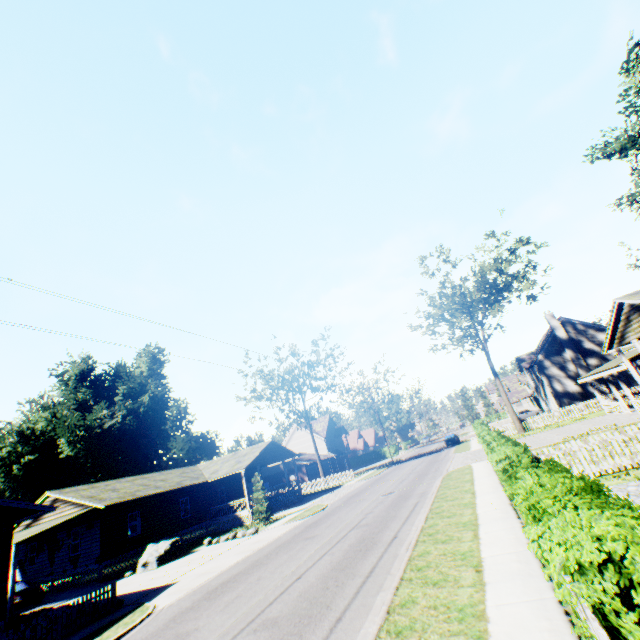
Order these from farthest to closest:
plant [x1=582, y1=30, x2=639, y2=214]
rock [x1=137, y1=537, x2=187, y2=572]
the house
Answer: plant [x1=582, y1=30, x2=639, y2=214] < the house < rock [x1=137, y1=537, x2=187, y2=572]

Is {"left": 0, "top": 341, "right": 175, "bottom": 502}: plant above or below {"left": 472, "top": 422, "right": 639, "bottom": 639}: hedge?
above

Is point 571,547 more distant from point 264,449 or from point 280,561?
point 264,449

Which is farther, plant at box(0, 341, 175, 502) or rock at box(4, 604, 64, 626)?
plant at box(0, 341, 175, 502)

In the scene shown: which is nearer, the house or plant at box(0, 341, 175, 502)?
the house

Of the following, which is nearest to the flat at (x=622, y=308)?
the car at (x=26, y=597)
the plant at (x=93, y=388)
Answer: the car at (x=26, y=597)

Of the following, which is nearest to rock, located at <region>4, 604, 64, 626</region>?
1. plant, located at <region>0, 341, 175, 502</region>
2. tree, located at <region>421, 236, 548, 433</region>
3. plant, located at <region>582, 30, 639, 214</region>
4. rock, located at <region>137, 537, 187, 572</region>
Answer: rock, located at <region>137, 537, 187, 572</region>

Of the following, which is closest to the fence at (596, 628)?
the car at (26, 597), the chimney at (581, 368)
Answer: the chimney at (581, 368)
